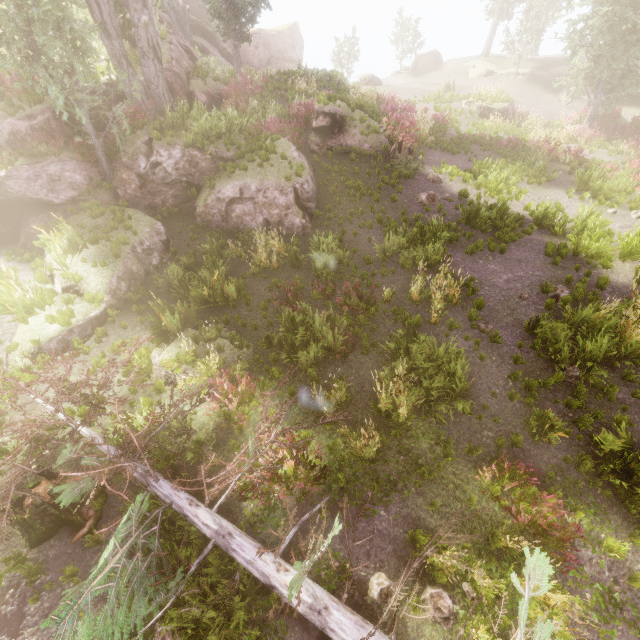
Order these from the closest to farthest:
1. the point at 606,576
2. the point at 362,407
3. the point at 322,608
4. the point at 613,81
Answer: the point at 322,608, the point at 606,576, the point at 362,407, the point at 613,81

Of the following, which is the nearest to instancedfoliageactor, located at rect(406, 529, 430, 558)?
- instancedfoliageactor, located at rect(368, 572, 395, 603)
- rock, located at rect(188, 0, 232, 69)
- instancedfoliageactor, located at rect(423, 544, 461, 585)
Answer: rock, located at rect(188, 0, 232, 69)

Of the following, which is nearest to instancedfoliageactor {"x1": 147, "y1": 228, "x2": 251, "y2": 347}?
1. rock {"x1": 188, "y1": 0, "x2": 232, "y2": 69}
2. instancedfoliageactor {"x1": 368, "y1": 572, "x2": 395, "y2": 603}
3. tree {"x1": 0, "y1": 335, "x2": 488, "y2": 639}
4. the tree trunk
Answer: rock {"x1": 188, "y1": 0, "x2": 232, "y2": 69}

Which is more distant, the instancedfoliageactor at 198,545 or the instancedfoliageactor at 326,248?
the instancedfoliageactor at 326,248

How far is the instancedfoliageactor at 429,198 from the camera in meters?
12.8 m

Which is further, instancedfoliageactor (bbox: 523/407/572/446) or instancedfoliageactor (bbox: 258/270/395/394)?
instancedfoliageactor (bbox: 258/270/395/394)

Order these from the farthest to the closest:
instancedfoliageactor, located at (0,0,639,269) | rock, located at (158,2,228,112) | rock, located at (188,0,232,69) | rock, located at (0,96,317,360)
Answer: rock, located at (188,0,232,69)
rock, located at (158,2,228,112)
instancedfoliageactor, located at (0,0,639,269)
rock, located at (0,96,317,360)

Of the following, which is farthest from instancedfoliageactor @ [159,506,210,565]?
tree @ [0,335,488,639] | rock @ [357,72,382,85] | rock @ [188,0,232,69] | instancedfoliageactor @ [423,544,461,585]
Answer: rock @ [357,72,382,85]
